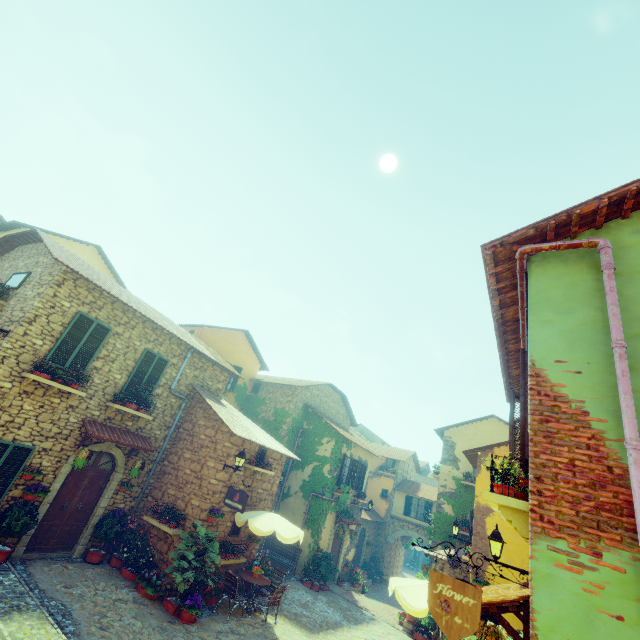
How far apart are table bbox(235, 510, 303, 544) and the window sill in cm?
802

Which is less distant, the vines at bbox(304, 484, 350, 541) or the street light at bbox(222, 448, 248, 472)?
the street light at bbox(222, 448, 248, 472)

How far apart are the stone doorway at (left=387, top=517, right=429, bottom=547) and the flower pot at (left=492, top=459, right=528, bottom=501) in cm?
2552

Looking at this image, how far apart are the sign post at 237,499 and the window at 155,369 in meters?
4.2

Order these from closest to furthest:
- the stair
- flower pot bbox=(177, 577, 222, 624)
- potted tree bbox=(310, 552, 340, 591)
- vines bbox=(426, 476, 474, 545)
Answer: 1. the stair
2. flower pot bbox=(177, 577, 222, 624)
3. potted tree bbox=(310, 552, 340, 591)
4. vines bbox=(426, 476, 474, 545)

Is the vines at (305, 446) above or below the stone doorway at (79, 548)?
above

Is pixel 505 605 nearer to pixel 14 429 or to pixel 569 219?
pixel 569 219

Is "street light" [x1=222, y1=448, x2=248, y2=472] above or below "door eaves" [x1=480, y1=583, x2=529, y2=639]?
above
